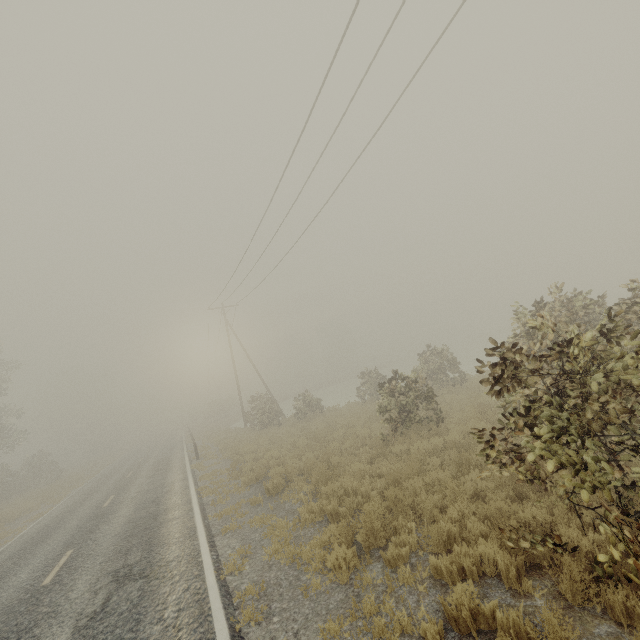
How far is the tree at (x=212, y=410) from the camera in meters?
49.1 m

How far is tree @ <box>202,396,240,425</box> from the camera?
49.06m

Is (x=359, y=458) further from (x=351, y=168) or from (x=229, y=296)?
(x=229, y=296)
